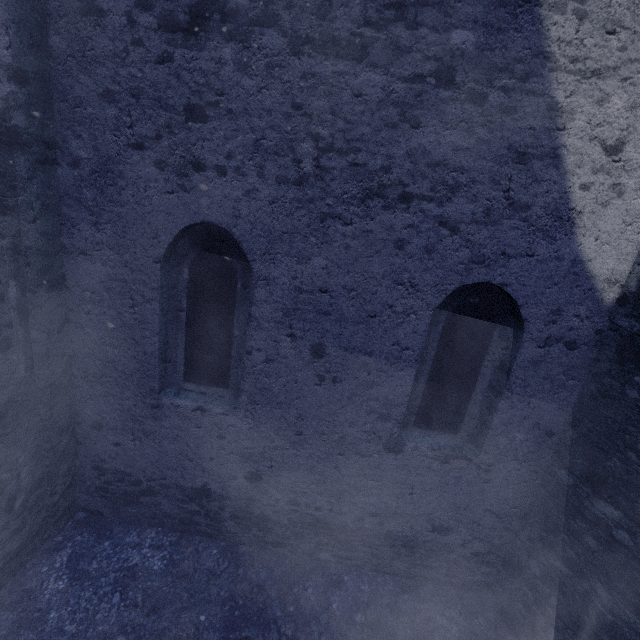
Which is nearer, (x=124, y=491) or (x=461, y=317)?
(x=461, y=317)
